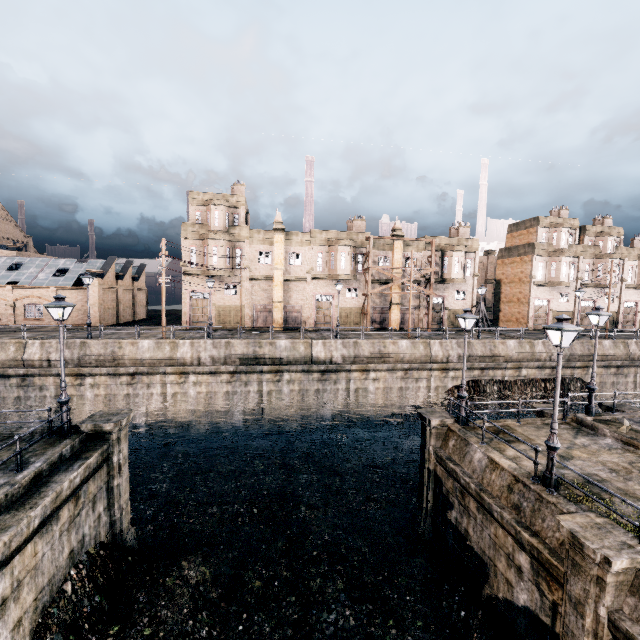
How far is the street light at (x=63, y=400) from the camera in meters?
12.8 m

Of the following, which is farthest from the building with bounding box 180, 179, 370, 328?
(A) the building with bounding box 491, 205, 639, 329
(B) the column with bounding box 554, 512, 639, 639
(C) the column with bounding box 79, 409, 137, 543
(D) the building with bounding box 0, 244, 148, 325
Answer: (B) the column with bounding box 554, 512, 639, 639

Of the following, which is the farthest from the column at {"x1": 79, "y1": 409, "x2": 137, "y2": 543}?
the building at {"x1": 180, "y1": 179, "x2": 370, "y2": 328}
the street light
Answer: the building at {"x1": 180, "y1": 179, "x2": 370, "y2": 328}

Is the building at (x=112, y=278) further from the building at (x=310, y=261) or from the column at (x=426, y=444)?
the column at (x=426, y=444)

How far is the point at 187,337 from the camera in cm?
3038

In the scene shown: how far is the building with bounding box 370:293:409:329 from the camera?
42.22m
